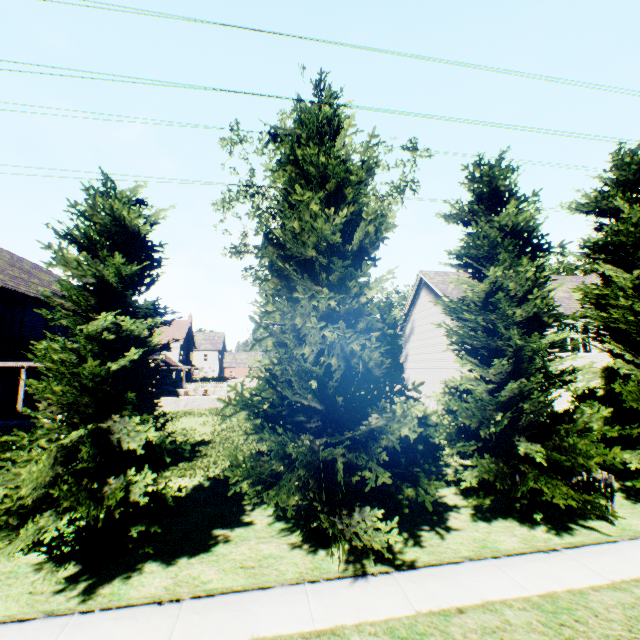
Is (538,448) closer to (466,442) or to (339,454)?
(466,442)

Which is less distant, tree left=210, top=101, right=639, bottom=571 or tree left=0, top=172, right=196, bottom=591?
tree left=0, top=172, right=196, bottom=591

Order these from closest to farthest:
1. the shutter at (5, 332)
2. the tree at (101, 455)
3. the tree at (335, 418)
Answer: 1. the tree at (101, 455)
2. the tree at (335, 418)
3. the shutter at (5, 332)

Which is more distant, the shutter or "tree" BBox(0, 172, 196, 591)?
the shutter

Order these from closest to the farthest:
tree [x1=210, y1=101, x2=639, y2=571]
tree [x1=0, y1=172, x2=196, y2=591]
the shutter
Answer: tree [x1=0, y1=172, x2=196, y2=591] → tree [x1=210, y1=101, x2=639, y2=571] → the shutter

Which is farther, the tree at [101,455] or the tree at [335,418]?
the tree at [335,418]
